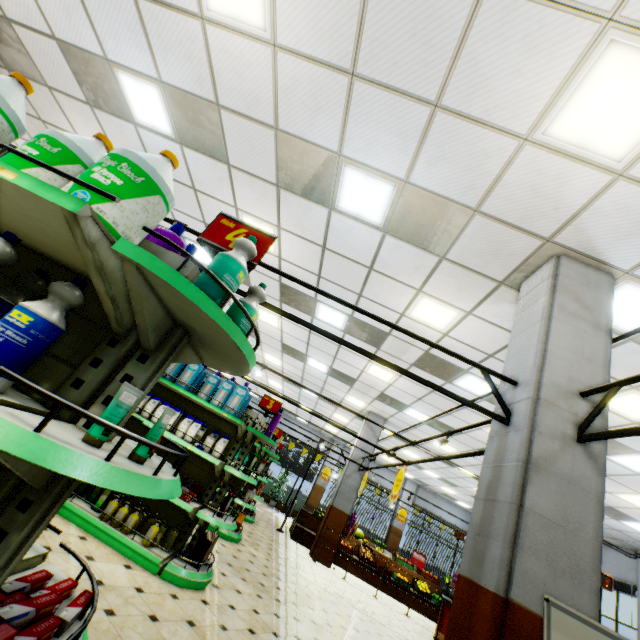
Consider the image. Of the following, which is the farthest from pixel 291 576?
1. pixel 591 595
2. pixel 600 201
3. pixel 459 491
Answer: pixel 459 491

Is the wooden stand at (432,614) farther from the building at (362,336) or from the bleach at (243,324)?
the bleach at (243,324)

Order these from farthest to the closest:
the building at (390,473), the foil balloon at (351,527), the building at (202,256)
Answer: the building at (390,473) < the foil balloon at (351,527) < the building at (202,256)

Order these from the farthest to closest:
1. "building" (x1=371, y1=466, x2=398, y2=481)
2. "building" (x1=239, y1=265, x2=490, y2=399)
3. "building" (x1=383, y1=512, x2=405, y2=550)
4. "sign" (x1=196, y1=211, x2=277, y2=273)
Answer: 1. "building" (x1=371, y1=466, x2=398, y2=481)
2. "building" (x1=383, y1=512, x2=405, y2=550)
3. "building" (x1=239, y1=265, x2=490, y2=399)
4. "sign" (x1=196, y1=211, x2=277, y2=273)

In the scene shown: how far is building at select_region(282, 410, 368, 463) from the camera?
11.3m

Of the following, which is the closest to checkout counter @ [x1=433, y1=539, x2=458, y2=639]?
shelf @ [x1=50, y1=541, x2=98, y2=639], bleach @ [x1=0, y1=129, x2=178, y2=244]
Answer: shelf @ [x1=50, y1=541, x2=98, y2=639]

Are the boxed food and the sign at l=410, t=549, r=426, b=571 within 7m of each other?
no

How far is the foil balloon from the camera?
10.01m
